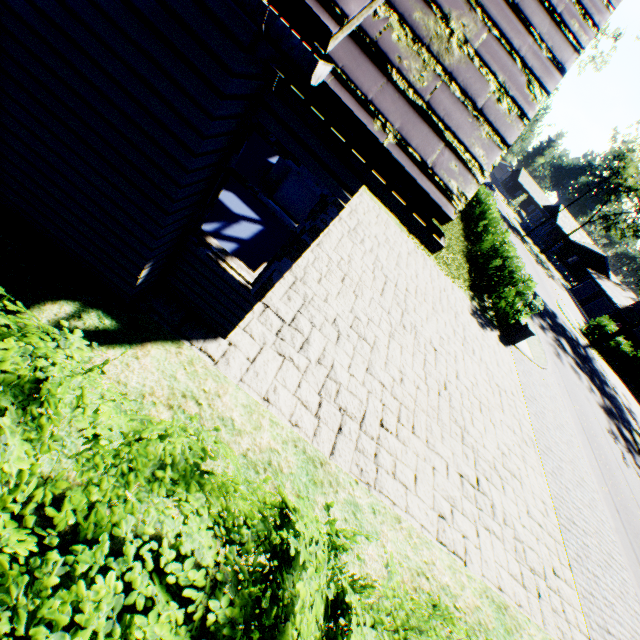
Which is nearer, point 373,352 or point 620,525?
point 373,352

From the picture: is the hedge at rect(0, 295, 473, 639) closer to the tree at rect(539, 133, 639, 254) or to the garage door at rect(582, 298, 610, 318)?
the garage door at rect(582, 298, 610, 318)

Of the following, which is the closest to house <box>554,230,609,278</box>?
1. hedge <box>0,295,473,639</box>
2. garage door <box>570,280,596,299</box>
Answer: garage door <box>570,280,596,299</box>

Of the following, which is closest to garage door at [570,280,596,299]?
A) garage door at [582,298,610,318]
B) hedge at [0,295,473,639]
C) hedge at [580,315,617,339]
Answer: garage door at [582,298,610,318]

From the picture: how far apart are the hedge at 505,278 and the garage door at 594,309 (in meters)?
37.13

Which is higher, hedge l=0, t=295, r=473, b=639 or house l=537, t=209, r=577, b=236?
house l=537, t=209, r=577, b=236

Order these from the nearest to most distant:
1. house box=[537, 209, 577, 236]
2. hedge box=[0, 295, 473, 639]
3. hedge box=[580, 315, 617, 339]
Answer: hedge box=[0, 295, 473, 639], hedge box=[580, 315, 617, 339], house box=[537, 209, 577, 236]

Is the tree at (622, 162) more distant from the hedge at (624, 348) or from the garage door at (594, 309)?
the hedge at (624, 348)
